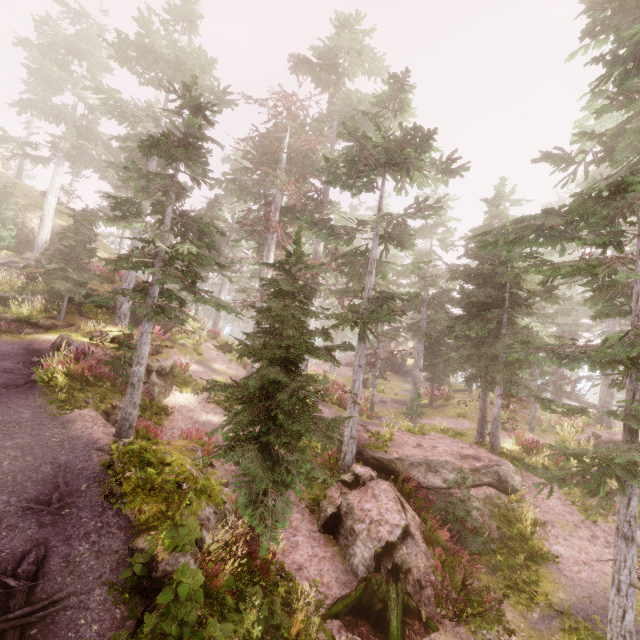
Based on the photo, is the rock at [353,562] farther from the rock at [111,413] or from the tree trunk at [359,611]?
the rock at [111,413]

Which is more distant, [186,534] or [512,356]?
[512,356]

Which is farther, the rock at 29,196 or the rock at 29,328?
the rock at 29,196

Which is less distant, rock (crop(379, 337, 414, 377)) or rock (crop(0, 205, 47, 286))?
rock (crop(0, 205, 47, 286))

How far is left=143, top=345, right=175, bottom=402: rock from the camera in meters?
14.6 m

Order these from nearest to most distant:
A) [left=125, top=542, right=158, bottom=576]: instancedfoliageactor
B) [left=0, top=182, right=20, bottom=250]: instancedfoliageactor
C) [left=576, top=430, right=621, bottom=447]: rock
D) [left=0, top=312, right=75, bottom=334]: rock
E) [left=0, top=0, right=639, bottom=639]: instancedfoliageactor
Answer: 1. [left=125, top=542, right=158, bottom=576]: instancedfoliageactor
2. [left=0, top=0, right=639, bottom=639]: instancedfoliageactor
3. [left=0, top=312, right=75, bottom=334]: rock
4. [left=576, top=430, right=621, bottom=447]: rock
5. [left=0, top=182, right=20, bottom=250]: instancedfoliageactor
